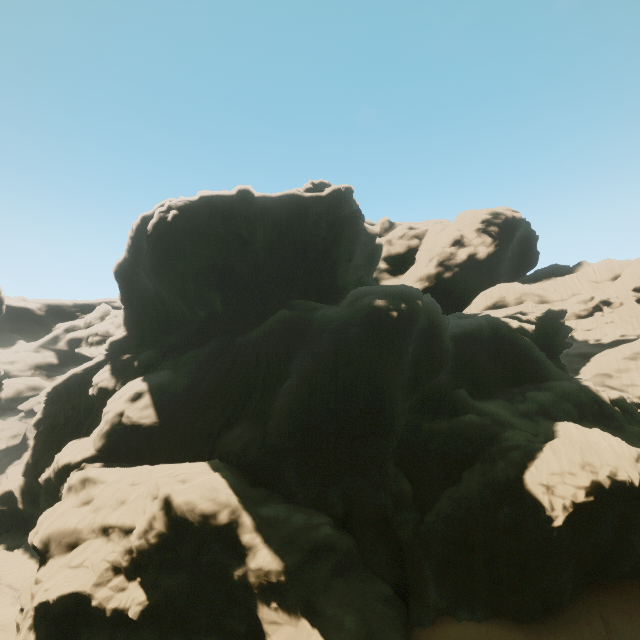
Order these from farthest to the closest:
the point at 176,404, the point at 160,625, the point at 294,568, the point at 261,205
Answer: the point at 261,205, the point at 176,404, the point at 294,568, the point at 160,625
